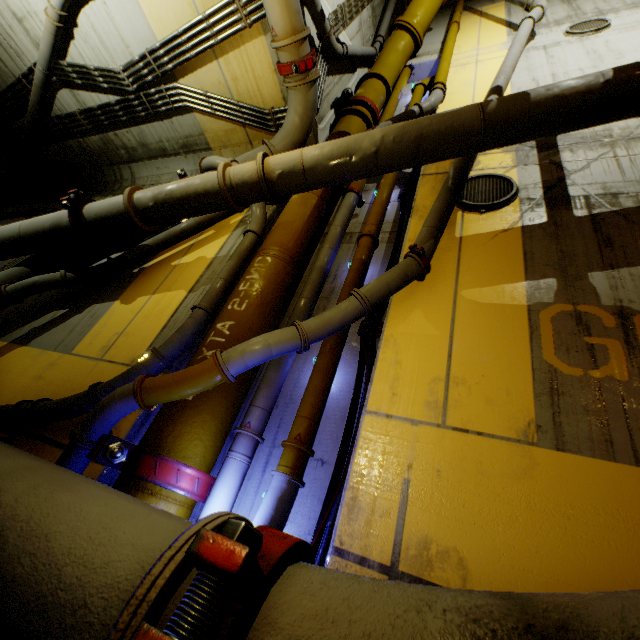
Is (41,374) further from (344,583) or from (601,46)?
(601,46)

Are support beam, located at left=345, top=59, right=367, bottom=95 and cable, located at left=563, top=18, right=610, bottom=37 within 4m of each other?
no

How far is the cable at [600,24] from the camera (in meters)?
6.82

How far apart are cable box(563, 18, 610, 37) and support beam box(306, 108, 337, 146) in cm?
534

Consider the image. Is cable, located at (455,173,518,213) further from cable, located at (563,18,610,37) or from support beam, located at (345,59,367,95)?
cable, located at (563,18,610,37)

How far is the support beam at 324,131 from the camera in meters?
6.5 m

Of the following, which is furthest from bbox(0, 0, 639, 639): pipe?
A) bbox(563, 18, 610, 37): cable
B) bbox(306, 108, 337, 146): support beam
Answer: bbox(563, 18, 610, 37): cable

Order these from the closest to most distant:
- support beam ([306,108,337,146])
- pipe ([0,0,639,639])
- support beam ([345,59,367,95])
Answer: pipe ([0,0,639,639]) → support beam ([306,108,337,146]) → support beam ([345,59,367,95])
